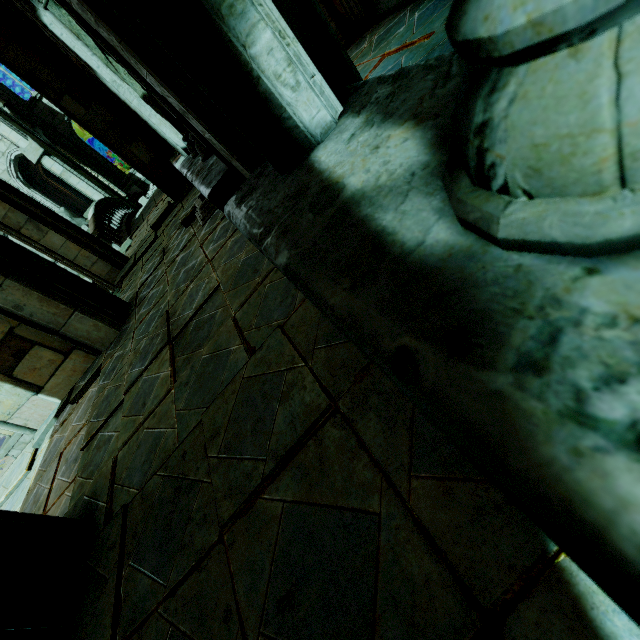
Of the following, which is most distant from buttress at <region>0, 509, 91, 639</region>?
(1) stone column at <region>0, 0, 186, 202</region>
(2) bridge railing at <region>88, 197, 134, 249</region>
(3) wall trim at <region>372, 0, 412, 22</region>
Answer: (2) bridge railing at <region>88, 197, 134, 249</region>

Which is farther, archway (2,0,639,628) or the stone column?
the stone column

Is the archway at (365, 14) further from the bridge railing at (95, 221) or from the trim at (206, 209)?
the bridge railing at (95, 221)

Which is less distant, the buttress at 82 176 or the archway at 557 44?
the archway at 557 44

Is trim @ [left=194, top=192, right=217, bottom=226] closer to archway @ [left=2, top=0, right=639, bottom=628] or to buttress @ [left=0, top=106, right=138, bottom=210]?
archway @ [left=2, top=0, right=639, bottom=628]

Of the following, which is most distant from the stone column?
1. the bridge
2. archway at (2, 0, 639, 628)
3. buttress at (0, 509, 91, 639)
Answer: buttress at (0, 509, 91, 639)

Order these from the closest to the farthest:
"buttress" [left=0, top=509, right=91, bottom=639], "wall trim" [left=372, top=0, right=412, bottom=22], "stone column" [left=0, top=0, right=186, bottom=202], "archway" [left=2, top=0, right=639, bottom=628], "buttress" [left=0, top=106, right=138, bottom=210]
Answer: "archway" [left=2, top=0, right=639, bottom=628] → "buttress" [left=0, top=509, right=91, bottom=639] → "wall trim" [left=372, top=0, right=412, bottom=22] → "stone column" [left=0, top=0, right=186, bottom=202] → "buttress" [left=0, top=106, right=138, bottom=210]

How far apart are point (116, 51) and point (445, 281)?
1.9 meters
